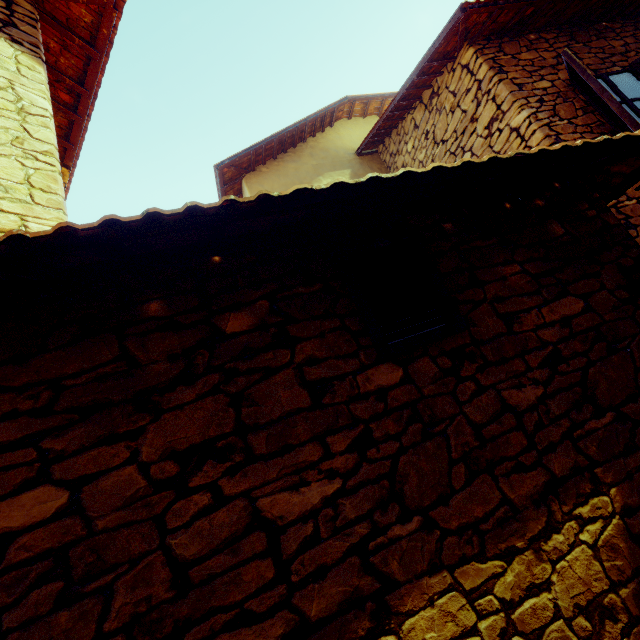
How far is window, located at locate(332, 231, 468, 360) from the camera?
1.8m

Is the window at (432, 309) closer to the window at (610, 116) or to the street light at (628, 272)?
the street light at (628, 272)

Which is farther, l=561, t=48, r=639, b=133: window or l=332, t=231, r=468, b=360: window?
l=561, t=48, r=639, b=133: window

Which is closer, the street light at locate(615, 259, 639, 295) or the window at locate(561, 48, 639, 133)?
the street light at locate(615, 259, 639, 295)

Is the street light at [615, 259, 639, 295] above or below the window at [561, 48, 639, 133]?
below

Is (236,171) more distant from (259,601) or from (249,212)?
(259,601)

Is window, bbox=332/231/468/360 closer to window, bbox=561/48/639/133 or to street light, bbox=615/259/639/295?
street light, bbox=615/259/639/295

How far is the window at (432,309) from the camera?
1.75m
